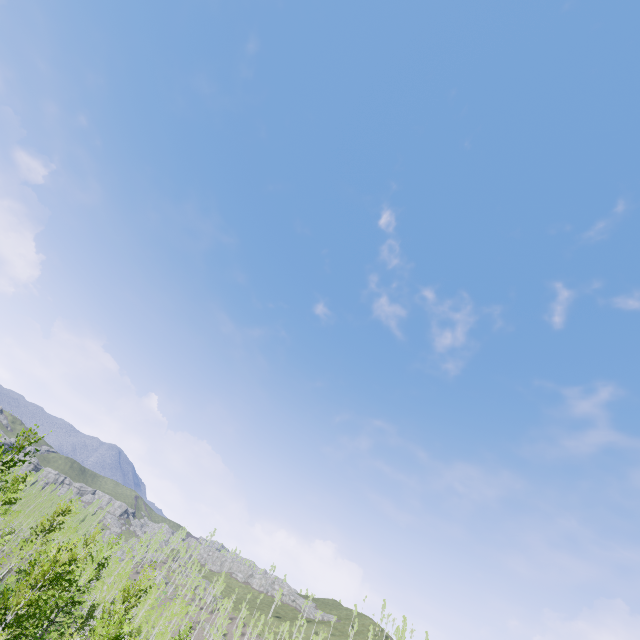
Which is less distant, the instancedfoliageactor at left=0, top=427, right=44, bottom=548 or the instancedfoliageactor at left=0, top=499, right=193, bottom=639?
the instancedfoliageactor at left=0, top=499, right=193, bottom=639

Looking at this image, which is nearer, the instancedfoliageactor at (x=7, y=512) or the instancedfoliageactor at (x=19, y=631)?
the instancedfoliageactor at (x=19, y=631)

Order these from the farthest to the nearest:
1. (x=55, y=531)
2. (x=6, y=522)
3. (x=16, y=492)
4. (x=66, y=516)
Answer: (x=66, y=516) → (x=6, y=522) → (x=55, y=531) → (x=16, y=492)
